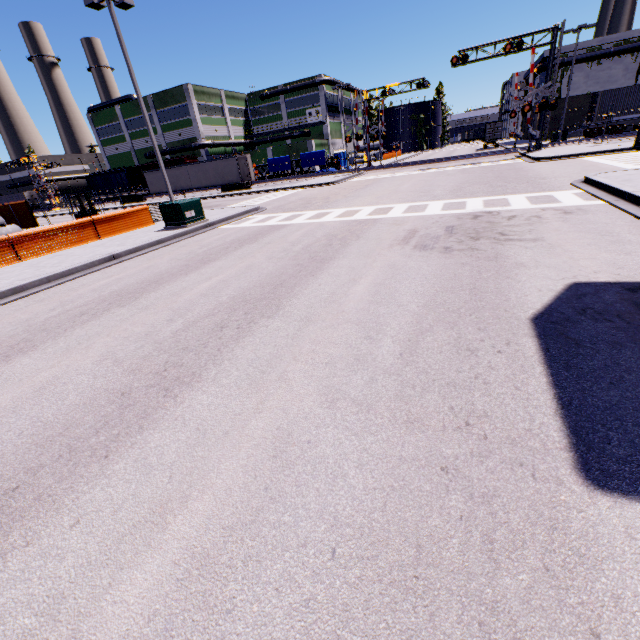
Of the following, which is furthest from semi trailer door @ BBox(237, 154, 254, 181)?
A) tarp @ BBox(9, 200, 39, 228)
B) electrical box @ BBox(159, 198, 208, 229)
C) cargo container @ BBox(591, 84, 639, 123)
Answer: electrical box @ BBox(159, 198, 208, 229)

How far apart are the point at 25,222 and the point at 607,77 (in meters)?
66.93

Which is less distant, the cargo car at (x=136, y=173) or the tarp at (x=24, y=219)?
the tarp at (x=24, y=219)

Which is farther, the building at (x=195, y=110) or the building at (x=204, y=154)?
the building at (x=204, y=154)

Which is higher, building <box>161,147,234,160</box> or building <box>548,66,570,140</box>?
building <box>161,147,234,160</box>

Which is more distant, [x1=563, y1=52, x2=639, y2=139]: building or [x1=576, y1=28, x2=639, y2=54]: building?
[x1=563, y1=52, x2=639, y2=139]: building

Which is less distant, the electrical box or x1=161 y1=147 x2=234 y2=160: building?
the electrical box

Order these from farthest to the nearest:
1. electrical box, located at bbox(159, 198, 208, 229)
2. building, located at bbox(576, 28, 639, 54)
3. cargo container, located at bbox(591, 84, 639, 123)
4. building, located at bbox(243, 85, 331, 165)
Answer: building, located at bbox(243, 85, 331, 165) → building, located at bbox(576, 28, 639, 54) → cargo container, located at bbox(591, 84, 639, 123) → electrical box, located at bbox(159, 198, 208, 229)
